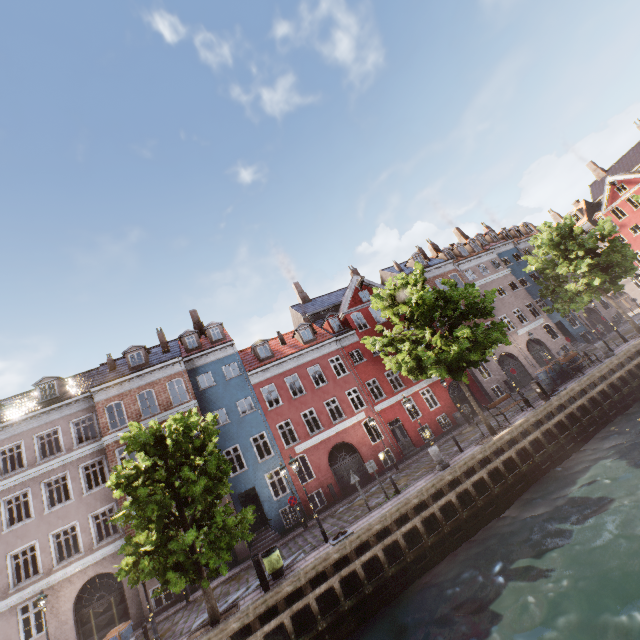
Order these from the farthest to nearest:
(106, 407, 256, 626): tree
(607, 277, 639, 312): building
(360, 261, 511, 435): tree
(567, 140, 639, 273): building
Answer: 1. (607, 277, 639, 312): building
2. (567, 140, 639, 273): building
3. (360, 261, 511, 435): tree
4. (106, 407, 256, 626): tree

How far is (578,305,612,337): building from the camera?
34.4m

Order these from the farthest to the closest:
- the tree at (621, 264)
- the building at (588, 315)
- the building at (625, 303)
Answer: the building at (625, 303) < the building at (588, 315) < the tree at (621, 264)

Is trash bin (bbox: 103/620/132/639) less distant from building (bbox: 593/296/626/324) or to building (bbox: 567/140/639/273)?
building (bbox: 593/296/626/324)

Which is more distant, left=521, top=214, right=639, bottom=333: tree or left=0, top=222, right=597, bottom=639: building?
left=521, top=214, right=639, bottom=333: tree

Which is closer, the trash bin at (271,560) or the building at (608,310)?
the trash bin at (271,560)

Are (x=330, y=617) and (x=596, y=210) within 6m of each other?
no

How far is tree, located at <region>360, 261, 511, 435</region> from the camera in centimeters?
1595cm
